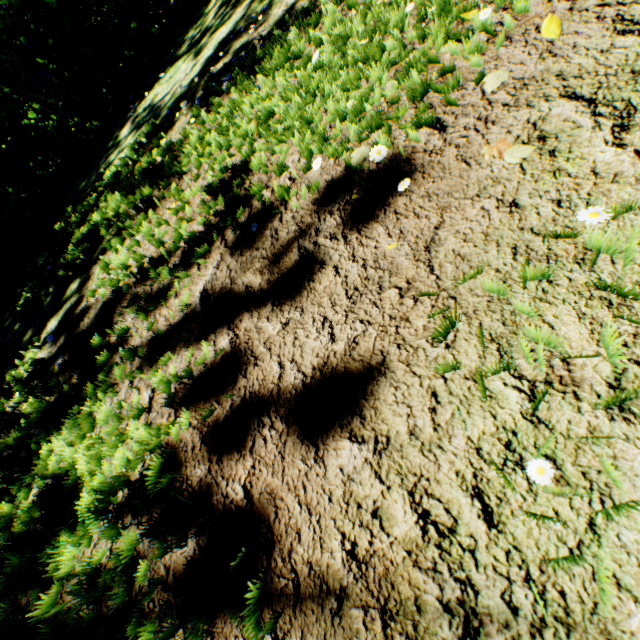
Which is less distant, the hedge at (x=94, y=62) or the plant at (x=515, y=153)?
the plant at (x=515, y=153)

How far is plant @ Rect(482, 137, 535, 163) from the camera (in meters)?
1.17

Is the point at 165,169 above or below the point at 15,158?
below

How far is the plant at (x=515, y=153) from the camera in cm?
117

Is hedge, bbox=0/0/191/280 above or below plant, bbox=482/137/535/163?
above

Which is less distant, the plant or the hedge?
the plant
